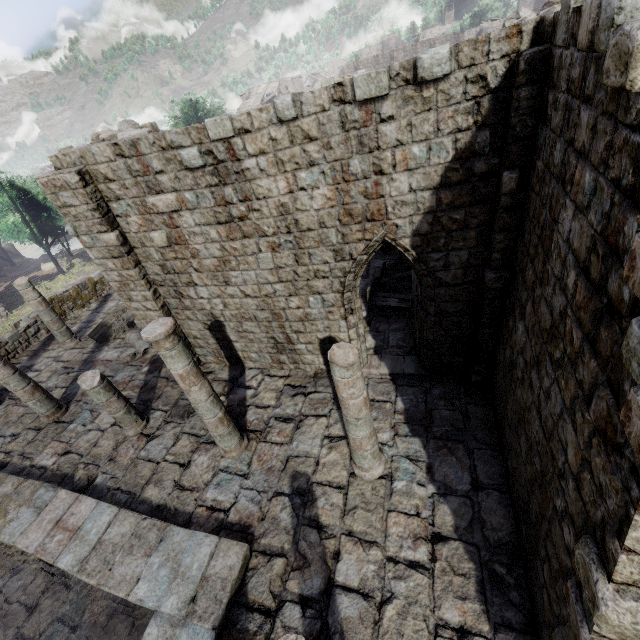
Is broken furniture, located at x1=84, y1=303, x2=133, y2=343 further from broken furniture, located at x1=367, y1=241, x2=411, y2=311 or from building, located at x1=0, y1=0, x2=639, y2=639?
broken furniture, located at x1=367, y1=241, x2=411, y2=311

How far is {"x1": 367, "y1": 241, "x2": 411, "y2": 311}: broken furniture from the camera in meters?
11.1

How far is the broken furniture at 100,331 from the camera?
13.8m

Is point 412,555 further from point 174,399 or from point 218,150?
point 218,150

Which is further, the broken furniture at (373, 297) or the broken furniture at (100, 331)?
the broken furniture at (100, 331)

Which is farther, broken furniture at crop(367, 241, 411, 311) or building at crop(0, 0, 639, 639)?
broken furniture at crop(367, 241, 411, 311)

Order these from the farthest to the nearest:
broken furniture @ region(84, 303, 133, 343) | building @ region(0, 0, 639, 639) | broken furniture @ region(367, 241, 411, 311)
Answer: broken furniture @ region(84, 303, 133, 343), broken furniture @ region(367, 241, 411, 311), building @ region(0, 0, 639, 639)

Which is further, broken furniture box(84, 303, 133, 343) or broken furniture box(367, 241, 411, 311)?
broken furniture box(84, 303, 133, 343)
